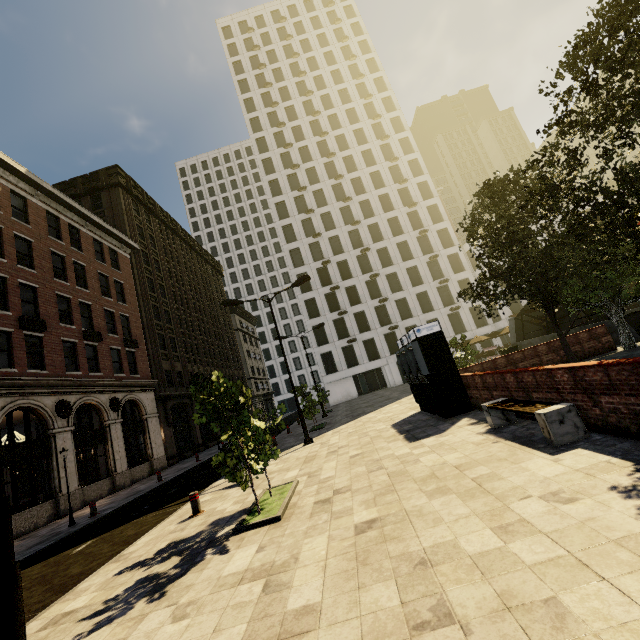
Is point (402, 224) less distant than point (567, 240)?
No

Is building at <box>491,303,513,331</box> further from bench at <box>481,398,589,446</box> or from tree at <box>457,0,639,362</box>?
bench at <box>481,398,589,446</box>

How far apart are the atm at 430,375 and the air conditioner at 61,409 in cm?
1799

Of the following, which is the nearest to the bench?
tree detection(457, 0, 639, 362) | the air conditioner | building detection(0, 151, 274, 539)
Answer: tree detection(457, 0, 639, 362)

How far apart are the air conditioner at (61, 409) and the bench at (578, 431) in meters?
20.3 m

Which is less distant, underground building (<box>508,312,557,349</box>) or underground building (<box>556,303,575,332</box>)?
underground building (<box>556,303,575,332</box>)

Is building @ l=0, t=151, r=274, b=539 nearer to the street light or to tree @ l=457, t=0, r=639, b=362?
tree @ l=457, t=0, r=639, b=362

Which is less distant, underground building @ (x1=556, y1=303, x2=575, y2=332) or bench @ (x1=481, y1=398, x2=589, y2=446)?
bench @ (x1=481, y1=398, x2=589, y2=446)
